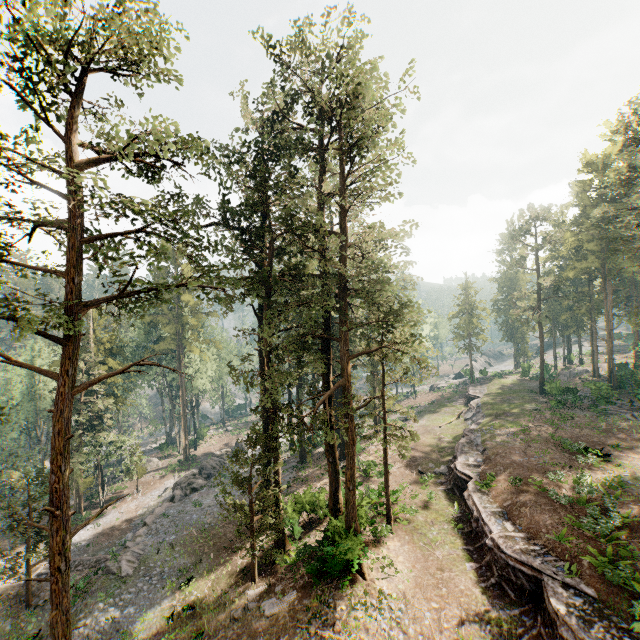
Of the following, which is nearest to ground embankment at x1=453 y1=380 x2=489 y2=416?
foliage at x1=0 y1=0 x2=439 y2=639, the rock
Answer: foliage at x1=0 y1=0 x2=439 y2=639

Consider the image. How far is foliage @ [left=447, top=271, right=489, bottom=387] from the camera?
56.0m

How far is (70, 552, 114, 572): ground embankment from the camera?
26.4 meters

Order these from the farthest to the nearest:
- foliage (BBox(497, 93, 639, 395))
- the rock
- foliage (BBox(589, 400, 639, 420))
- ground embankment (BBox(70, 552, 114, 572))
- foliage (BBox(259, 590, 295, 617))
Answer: foliage (BBox(589, 400, 639, 420)) → foliage (BBox(497, 93, 639, 395)) → ground embankment (BBox(70, 552, 114, 572)) → the rock → foliage (BBox(259, 590, 295, 617))

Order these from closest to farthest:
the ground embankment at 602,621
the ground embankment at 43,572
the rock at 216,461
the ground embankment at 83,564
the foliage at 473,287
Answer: the ground embankment at 602,621 → the rock at 216,461 → the ground embankment at 43,572 → the ground embankment at 83,564 → the foliage at 473,287

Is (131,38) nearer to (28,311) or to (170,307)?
(28,311)

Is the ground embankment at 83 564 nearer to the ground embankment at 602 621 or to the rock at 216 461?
the rock at 216 461

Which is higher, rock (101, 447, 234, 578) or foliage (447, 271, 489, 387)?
foliage (447, 271, 489, 387)
